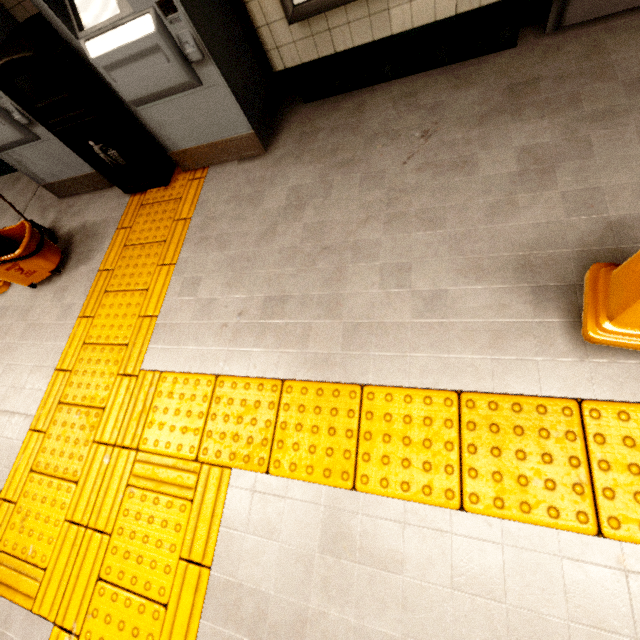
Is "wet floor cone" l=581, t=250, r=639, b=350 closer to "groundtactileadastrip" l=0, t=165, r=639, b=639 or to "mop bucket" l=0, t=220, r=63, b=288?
"groundtactileadastrip" l=0, t=165, r=639, b=639

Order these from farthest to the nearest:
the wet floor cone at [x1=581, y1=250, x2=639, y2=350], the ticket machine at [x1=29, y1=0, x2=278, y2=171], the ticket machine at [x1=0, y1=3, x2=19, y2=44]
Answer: the ticket machine at [x1=0, y1=3, x2=19, y2=44], the ticket machine at [x1=29, y1=0, x2=278, y2=171], the wet floor cone at [x1=581, y1=250, x2=639, y2=350]

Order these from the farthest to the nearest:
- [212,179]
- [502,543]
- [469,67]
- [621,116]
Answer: [212,179]
[469,67]
[621,116]
[502,543]

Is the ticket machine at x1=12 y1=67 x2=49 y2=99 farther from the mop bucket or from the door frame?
the door frame

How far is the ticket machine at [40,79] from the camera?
2.6 meters

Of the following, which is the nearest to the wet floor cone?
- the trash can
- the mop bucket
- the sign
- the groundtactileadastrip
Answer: the groundtactileadastrip

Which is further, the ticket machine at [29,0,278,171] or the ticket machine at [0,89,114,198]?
Result: the ticket machine at [0,89,114,198]

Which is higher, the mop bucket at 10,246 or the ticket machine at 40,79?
the ticket machine at 40,79
